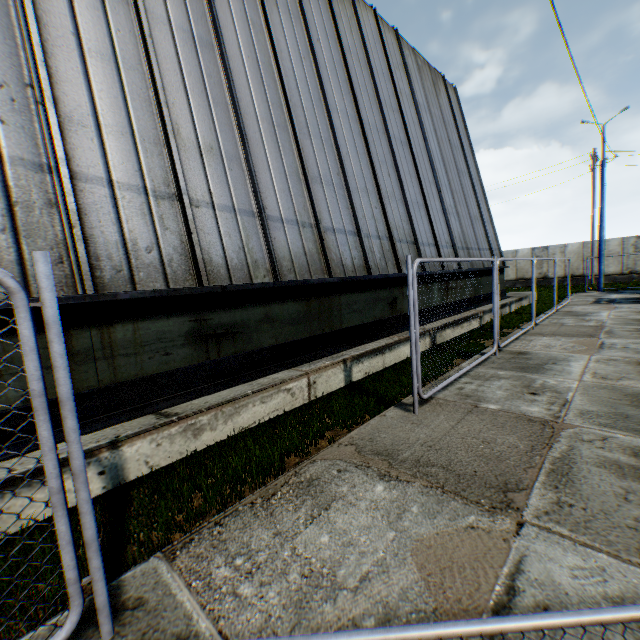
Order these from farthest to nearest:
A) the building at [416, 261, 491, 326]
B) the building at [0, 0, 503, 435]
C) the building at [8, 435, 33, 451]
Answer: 1. the building at [416, 261, 491, 326]
2. the building at [0, 0, 503, 435]
3. the building at [8, 435, 33, 451]

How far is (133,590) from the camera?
2.15m

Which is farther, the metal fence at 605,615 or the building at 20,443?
the building at 20,443

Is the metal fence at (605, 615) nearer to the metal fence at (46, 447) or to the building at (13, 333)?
the metal fence at (46, 447)

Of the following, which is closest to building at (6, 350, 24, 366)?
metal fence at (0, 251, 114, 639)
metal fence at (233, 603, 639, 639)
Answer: metal fence at (0, 251, 114, 639)

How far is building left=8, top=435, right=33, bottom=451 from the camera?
3.2 meters
